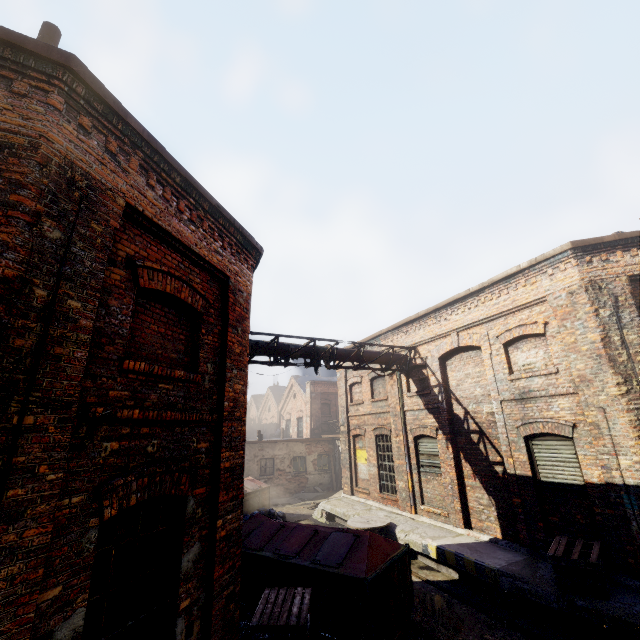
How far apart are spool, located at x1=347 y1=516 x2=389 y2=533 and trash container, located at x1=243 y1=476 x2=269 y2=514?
5.7 meters

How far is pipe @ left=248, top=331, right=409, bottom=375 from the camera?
10.96m

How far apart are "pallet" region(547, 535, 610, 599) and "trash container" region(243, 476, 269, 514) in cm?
1187

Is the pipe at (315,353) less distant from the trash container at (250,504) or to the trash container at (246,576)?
the trash container at (246,576)

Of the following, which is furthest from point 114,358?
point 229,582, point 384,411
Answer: point 384,411

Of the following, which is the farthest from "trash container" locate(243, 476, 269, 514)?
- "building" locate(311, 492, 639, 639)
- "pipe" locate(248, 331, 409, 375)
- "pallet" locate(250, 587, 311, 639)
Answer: "pallet" locate(250, 587, 311, 639)

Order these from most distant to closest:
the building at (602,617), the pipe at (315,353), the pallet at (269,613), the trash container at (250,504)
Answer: the trash container at (250,504) → the pipe at (315,353) → the building at (602,617) → the pallet at (269,613)

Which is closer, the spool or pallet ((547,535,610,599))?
pallet ((547,535,610,599))
